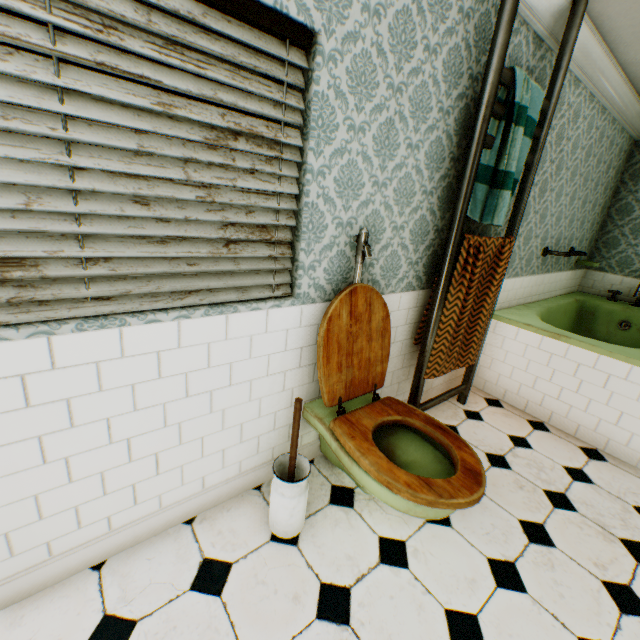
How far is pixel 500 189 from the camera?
2.2 meters

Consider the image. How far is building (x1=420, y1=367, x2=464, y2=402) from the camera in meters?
3.0

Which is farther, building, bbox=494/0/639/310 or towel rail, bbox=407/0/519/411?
building, bbox=494/0/639/310

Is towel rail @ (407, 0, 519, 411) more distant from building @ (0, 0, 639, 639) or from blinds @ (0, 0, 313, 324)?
blinds @ (0, 0, 313, 324)

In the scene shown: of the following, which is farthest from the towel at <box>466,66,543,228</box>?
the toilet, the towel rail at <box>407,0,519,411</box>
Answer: the toilet

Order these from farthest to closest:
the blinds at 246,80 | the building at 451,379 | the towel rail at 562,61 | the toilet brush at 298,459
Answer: the building at 451,379 < the towel rail at 562,61 < the toilet brush at 298,459 < the blinds at 246,80

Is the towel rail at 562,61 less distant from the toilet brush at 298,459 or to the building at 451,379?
the building at 451,379
